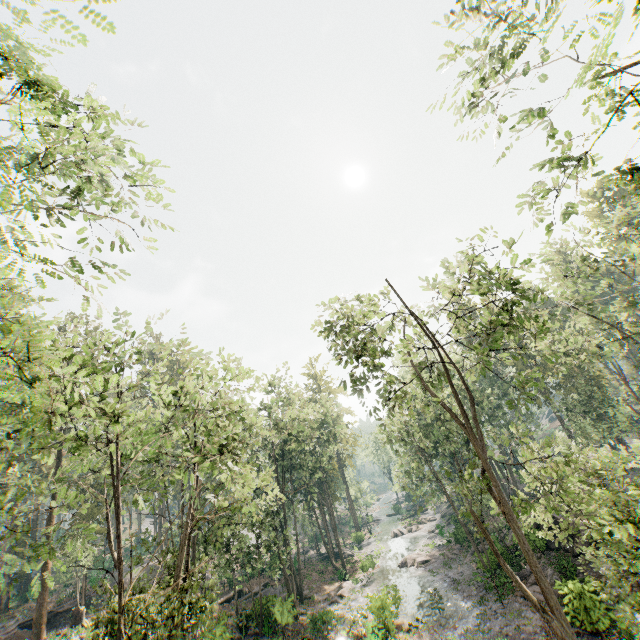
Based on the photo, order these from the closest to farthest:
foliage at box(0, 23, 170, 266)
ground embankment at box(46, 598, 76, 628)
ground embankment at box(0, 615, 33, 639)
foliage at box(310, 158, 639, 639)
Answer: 1. foliage at box(0, 23, 170, 266)
2. foliage at box(310, 158, 639, 639)
3. ground embankment at box(0, 615, 33, 639)
4. ground embankment at box(46, 598, 76, 628)

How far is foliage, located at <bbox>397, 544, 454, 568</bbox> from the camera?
34.9 meters

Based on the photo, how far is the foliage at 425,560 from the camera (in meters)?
34.90

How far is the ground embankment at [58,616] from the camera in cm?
3092

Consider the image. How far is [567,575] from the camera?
20.8m

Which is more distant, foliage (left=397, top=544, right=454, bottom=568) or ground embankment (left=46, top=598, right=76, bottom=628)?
foliage (left=397, top=544, right=454, bottom=568)

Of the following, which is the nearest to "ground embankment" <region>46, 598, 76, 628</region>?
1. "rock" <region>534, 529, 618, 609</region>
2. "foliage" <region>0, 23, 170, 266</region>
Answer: "foliage" <region>0, 23, 170, 266</region>
